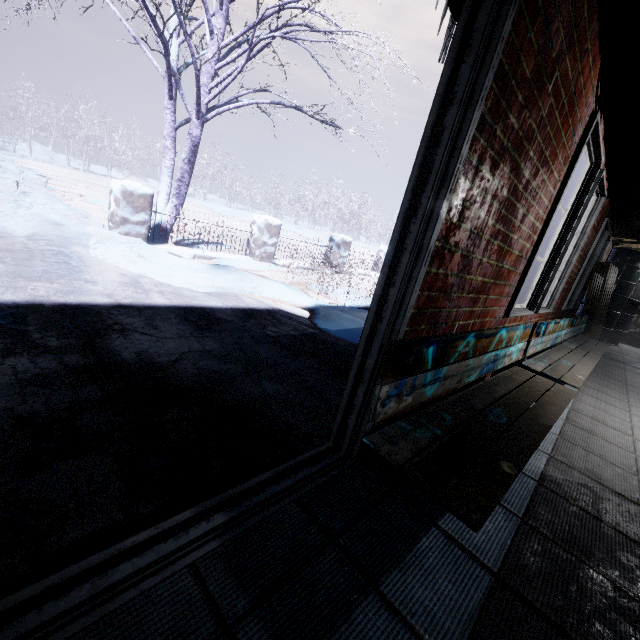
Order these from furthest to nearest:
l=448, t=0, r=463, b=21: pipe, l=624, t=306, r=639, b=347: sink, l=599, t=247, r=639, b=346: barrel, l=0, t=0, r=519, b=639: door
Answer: l=624, t=306, r=639, b=347: sink
l=599, t=247, r=639, b=346: barrel
l=448, t=0, r=463, b=21: pipe
l=0, t=0, r=519, b=639: door

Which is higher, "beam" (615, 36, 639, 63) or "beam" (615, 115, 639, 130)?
"beam" (615, 115, 639, 130)

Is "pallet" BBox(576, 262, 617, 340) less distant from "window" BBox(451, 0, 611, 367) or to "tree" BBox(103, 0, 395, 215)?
"window" BBox(451, 0, 611, 367)

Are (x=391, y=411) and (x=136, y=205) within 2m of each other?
no

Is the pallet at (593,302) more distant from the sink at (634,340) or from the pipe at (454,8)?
the pipe at (454,8)

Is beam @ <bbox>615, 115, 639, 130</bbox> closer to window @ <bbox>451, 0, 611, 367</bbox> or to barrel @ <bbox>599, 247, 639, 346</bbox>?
window @ <bbox>451, 0, 611, 367</bbox>

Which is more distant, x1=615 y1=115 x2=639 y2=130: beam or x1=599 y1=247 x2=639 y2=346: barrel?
x1=599 y1=247 x2=639 y2=346: barrel

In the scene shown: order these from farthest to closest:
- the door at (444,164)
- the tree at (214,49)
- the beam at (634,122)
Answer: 1. the tree at (214,49)
2. the beam at (634,122)
3. the door at (444,164)
